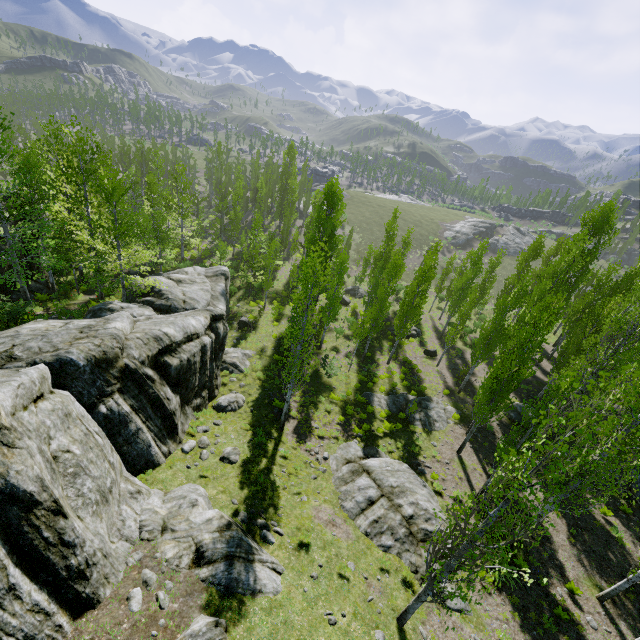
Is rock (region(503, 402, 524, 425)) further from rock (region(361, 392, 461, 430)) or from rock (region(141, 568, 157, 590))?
rock (region(141, 568, 157, 590))

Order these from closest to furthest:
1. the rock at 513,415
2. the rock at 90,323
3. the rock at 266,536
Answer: the rock at 90,323 < the rock at 266,536 < the rock at 513,415

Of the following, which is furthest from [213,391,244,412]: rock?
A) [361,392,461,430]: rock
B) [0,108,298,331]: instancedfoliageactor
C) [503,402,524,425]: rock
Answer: [503,402,524,425]: rock

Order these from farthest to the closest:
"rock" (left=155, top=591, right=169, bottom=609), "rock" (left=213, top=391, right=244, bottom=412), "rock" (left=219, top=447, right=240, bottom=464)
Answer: "rock" (left=213, top=391, right=244, bottom=412) < "rock" (left=219, top=447, right=240, bottom=464) < "rock" (left=155, top=591, right=169, bottom=609)

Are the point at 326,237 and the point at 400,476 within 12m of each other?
no

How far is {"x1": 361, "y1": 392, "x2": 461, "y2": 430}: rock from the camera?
21.7 meters

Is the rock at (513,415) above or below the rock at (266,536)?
below
